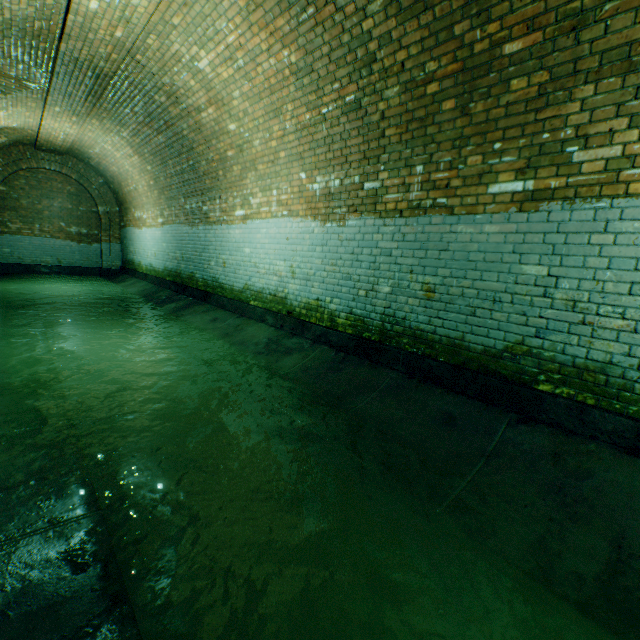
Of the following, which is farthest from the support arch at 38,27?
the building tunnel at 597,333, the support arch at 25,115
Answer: the support arch at 25,115

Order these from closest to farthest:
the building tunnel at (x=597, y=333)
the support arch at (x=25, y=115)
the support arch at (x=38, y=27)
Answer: the building tunnel at (x=597, y=333) < the support arch at (x=38, y=27) < the support arch at (x=25, y=115)

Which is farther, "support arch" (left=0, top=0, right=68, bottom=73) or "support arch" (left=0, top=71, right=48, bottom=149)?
"support arch" (left=0, top=71, right=48, bottom=149)

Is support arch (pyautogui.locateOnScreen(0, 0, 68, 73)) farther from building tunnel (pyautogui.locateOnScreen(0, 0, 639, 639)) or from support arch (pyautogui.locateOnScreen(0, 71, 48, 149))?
support arch (pyautogui.locateOnScreen(0, 71, 48, 149))

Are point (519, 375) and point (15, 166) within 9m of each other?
no

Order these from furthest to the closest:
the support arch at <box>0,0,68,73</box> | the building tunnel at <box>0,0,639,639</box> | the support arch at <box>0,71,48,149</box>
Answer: the support arch at <box>0,71,48,149</box>, the support arch at <box>0,0,68,73</box>, the building tunnel at <box>0,0,639,639</box>

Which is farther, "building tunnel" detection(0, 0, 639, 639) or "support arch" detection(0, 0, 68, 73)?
"support arch" detection(0, 0, 68, 73)
